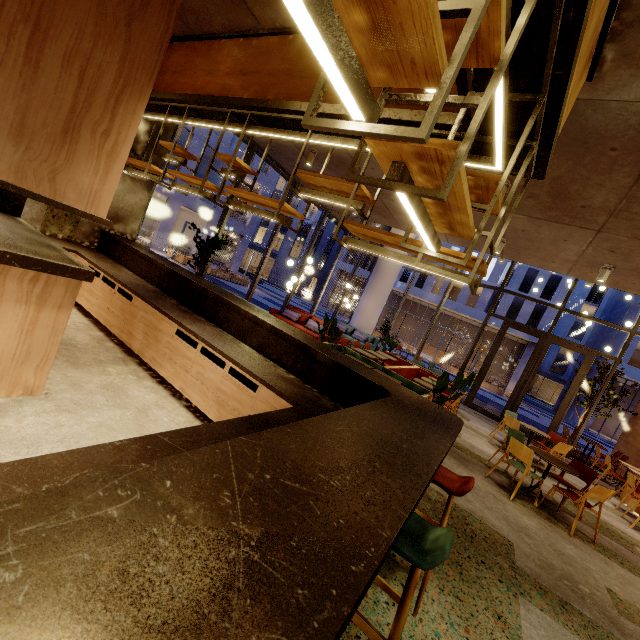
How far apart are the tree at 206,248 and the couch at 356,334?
7.4 meters

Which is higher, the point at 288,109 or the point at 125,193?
the point at 288,109

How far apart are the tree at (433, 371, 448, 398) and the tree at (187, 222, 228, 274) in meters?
5.6 m

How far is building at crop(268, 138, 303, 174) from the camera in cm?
735

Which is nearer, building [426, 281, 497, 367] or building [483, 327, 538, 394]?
building [483, 327, 538, 394]

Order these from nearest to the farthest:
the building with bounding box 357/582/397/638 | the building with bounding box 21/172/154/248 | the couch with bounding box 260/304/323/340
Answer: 1. the building with bounding box 357/582/397/638
2. the building with bounding box 21/172/154/248
3. the couch with bounding box 260/304/323/340

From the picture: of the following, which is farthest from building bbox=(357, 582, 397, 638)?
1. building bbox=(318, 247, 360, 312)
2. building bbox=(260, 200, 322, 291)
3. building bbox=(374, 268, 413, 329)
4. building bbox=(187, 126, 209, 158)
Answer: building bbox=(260, 200, 322, 291)

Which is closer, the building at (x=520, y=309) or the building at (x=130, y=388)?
the building at (x=130, y=388)
